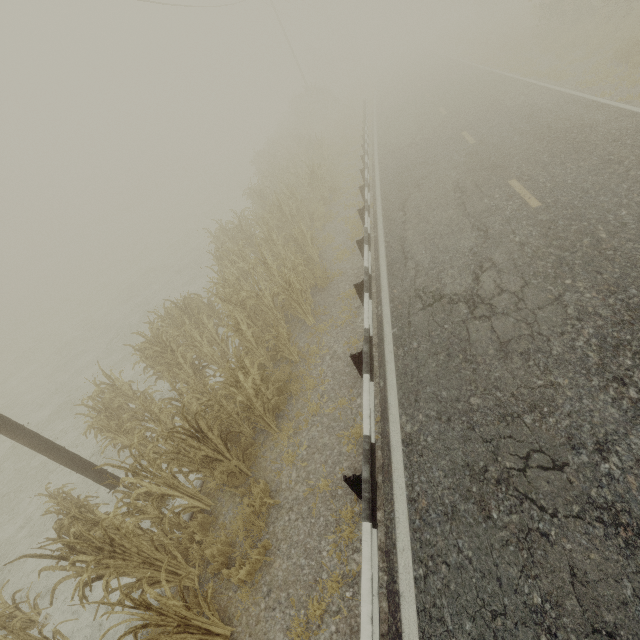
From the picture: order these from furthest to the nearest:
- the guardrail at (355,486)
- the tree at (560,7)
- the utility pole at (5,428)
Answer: the tree at (560,7)
the utility pole at (5,428)
the guardrail at (355,486)

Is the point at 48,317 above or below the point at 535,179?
below

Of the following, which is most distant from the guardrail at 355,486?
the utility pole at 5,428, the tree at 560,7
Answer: the utility pole at 5,428

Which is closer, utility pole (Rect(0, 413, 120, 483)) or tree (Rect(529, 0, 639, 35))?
utility pole (Rect(0, 413, 120, 483))

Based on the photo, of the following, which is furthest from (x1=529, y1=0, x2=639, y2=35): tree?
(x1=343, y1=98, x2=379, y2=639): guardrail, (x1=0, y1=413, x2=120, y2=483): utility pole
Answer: (x1=0, y1=413, x2=120, y2=483): utility pole

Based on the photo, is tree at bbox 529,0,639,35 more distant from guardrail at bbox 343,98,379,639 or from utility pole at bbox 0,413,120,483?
utility pole at bbox 0,413,120,483

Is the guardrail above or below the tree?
below
